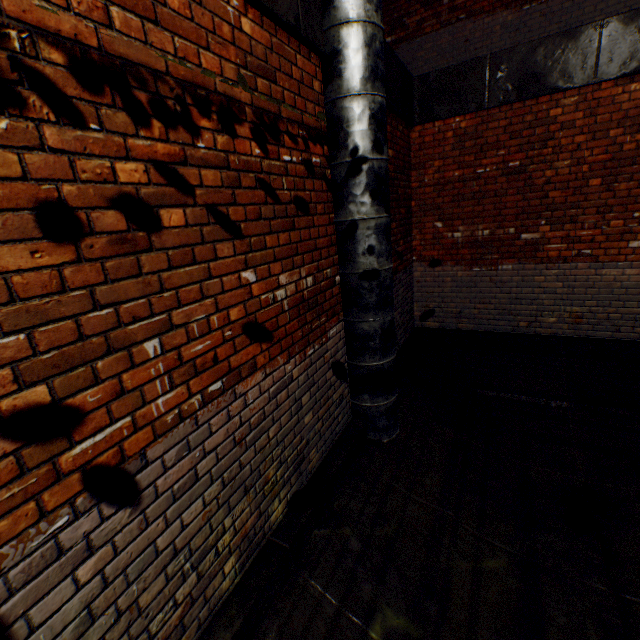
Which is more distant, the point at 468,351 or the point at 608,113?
the point at 468,351
